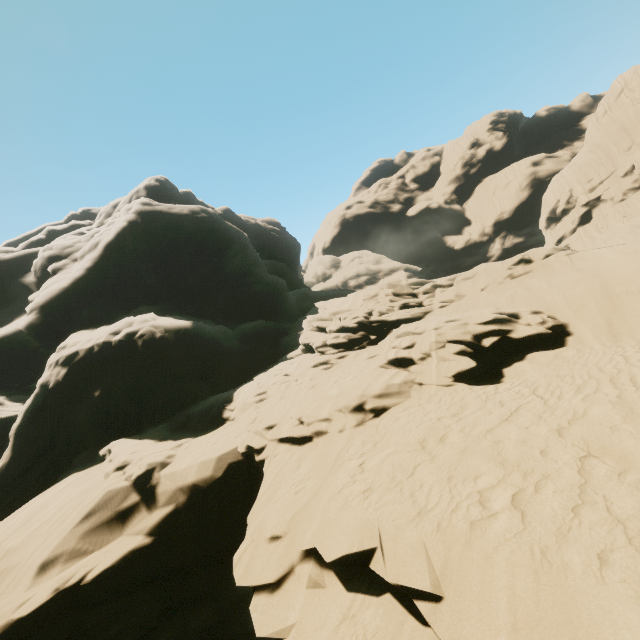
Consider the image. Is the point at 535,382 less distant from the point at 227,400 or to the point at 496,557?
the point at 496,557
